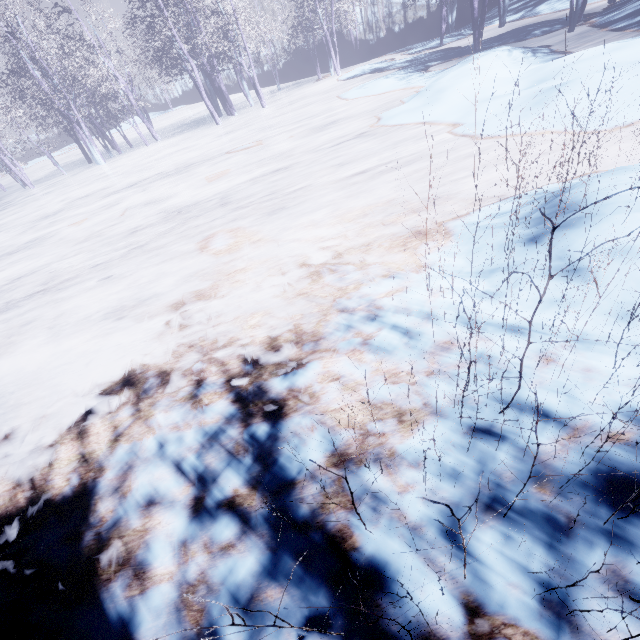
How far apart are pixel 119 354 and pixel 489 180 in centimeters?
550cm
